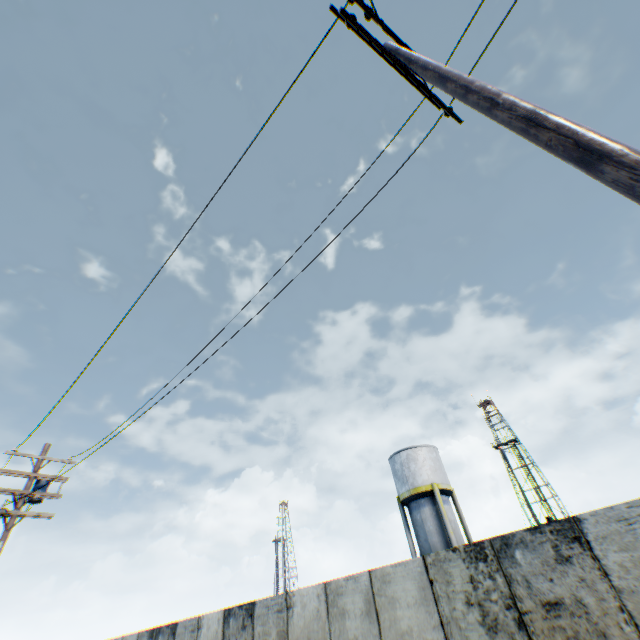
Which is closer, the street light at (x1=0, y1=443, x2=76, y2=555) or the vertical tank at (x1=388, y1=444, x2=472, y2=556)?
the street light at (x1=0, y1=443, x2=76, y2=555)

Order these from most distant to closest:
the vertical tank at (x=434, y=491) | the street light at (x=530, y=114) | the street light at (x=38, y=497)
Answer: the vertical tank at (x=434, y=491)
the street light at (x=38, y=497)
the street light at (x=530, y=114)

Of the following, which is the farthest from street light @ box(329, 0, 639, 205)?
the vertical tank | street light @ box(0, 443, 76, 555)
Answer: the vertical tank

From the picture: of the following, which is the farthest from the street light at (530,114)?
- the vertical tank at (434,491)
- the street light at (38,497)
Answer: the vertical tank at (434,491)

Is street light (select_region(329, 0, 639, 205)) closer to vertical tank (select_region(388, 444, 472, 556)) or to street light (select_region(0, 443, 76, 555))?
street light (select_region(0, 443, 76, 555))

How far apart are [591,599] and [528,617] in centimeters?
85cm
